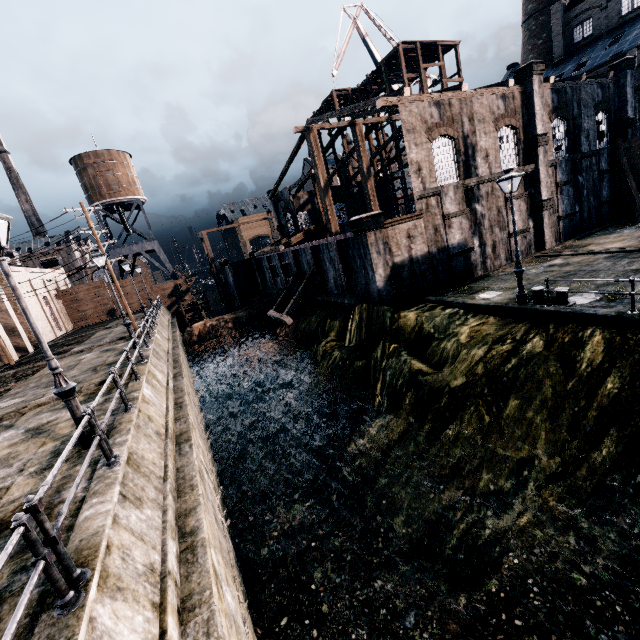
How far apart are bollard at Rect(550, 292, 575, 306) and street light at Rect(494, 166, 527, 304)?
0.4 meters

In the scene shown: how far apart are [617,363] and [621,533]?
5.1 meters

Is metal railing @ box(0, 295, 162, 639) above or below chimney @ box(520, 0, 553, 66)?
below

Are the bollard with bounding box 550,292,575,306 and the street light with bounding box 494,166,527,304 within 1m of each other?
yes

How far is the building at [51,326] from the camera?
33.8 meters

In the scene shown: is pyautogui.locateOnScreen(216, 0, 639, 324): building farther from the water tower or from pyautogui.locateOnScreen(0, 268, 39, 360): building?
pyautogui.locateOnScreen(0, 268, 39, 360): building

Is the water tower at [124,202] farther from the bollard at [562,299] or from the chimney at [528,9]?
the chimney at [528,9]

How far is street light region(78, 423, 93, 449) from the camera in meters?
7.7
